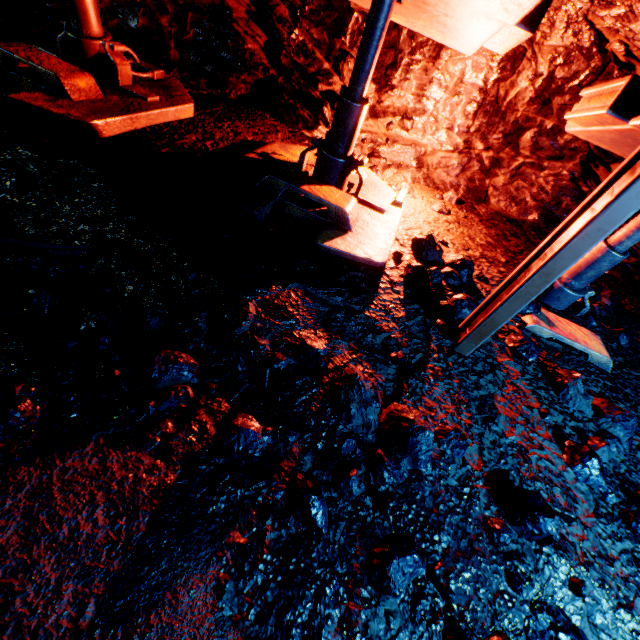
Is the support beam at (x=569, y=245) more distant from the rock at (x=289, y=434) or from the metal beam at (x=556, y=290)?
the metal beam at (x=556, y=290)

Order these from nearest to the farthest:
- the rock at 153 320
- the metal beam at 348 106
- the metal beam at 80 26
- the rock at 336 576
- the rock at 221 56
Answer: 1. the rock at 336 576
2. the rock at 153 320
3. the metal beam at 348 106
4. the metal beam at 80 26
5. the rock at 221 56

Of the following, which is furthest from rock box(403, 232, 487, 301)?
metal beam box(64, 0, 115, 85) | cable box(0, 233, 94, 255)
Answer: metal beam box(64, 0, 115, 85)

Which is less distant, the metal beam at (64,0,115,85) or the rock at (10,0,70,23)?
the metal beam at (64,0,115,85)

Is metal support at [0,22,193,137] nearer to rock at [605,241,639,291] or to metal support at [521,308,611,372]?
rock at [605,241,639,291]

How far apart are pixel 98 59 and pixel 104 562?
4.3 meters

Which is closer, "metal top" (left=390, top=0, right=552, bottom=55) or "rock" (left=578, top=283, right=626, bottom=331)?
"metal top" (left=390, top=0, right=552, bottom=55)

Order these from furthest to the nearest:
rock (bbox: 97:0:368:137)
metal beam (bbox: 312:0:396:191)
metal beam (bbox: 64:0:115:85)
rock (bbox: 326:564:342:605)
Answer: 1. rock (bbox: 97:0:368:137)
2. metal beam (bbox: 64:0:115:85)
3. metal beam (bbox: 312:0:396:191)
4. rock (bbox: 326:564:342:605)
